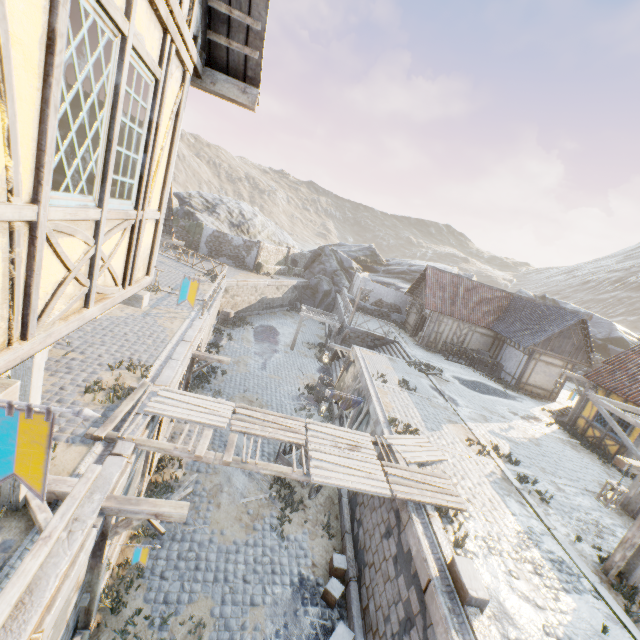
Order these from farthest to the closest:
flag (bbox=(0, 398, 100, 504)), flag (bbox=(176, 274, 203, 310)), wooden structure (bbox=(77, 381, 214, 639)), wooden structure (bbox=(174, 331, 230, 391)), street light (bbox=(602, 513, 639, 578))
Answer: wooden structure (bbox=(174, 331, 230, 391)) → street light (bbox=(602, 513, 639, 578)) → wooden structure (bbox=(77, 381, 214, 639)) → flag (bbox=(176, 274, 203, 310)) → flag (bbox=(0, 398, 100, 504))

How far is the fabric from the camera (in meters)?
13.05

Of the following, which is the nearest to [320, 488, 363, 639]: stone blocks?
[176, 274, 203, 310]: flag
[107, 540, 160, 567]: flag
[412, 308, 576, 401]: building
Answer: [107, 540, 160, 567]: flag

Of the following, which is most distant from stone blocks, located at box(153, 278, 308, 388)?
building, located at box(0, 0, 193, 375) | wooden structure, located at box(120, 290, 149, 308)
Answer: building, located at box(0, 0, 193, 375)

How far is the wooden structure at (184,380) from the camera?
12.03m

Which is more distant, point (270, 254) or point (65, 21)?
point (270, 254)

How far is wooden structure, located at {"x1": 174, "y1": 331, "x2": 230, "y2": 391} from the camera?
12.0 meters

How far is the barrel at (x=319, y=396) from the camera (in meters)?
17.94
